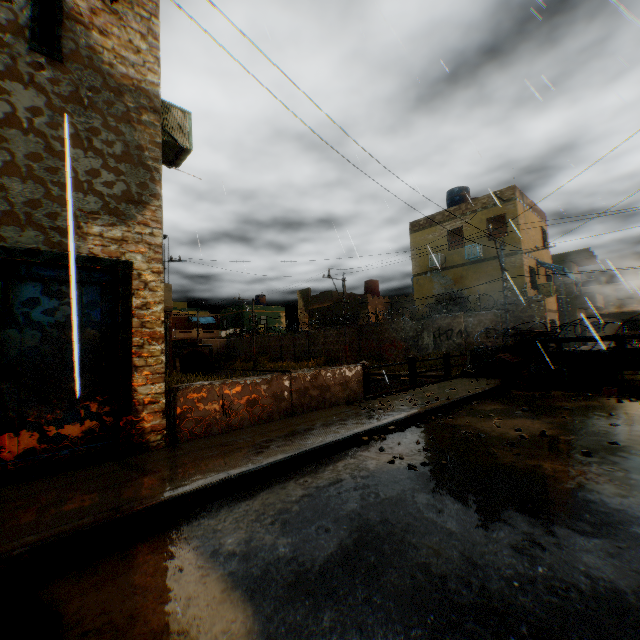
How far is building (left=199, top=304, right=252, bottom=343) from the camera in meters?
43.4

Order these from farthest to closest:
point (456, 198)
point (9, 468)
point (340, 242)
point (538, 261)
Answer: point (456, 198) < point (538, 261) < point (340, 242) < point (9, 468)

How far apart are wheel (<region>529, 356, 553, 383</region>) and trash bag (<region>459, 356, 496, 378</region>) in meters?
0.6

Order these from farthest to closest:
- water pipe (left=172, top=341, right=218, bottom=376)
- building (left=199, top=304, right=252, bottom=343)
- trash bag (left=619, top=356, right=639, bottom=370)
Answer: building (left=199, top=304, right=252, bottom=343), water pipe (left=172, top=341, right=218, bottom=376), trash bag (left=619, top=356, right=639, bottom=370)

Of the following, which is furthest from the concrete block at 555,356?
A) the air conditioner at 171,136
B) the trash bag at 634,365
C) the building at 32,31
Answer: the air conditioner at 171,136

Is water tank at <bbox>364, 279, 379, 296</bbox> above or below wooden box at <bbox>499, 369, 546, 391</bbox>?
above

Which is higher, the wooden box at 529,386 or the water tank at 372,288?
the water tank at 372,288
